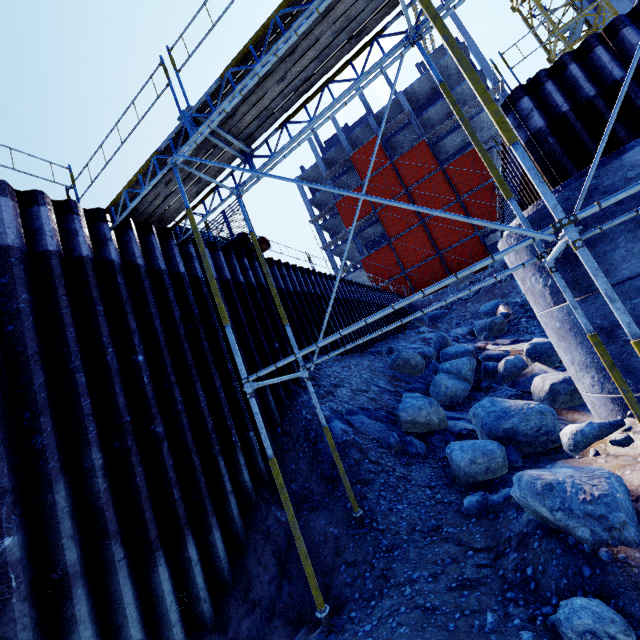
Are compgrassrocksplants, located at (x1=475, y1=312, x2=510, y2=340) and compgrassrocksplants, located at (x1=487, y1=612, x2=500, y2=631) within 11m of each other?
no

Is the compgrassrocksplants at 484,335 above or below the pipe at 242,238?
below

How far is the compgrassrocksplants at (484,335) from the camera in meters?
14.5

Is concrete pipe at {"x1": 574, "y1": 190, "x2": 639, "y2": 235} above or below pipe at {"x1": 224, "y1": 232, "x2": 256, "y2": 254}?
below

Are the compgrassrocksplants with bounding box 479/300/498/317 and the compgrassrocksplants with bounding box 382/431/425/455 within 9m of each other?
no

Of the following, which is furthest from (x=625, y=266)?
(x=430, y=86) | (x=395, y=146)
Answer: (x=430, y=86)

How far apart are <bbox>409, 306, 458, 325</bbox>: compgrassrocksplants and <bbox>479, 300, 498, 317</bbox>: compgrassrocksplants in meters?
3.3 m

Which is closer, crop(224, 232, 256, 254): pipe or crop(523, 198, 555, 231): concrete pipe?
crop(523, 198, 555, 231): concrete pipe
